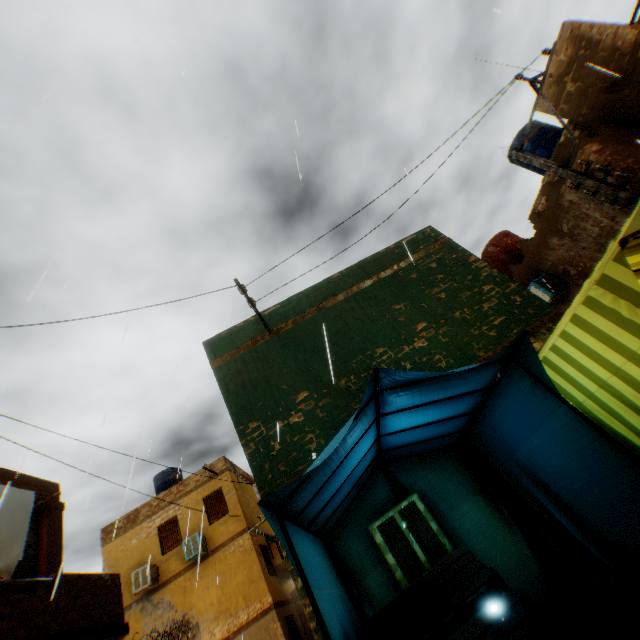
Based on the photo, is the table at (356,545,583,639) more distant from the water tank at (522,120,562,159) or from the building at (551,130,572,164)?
the water tank at (522,120,562,159)

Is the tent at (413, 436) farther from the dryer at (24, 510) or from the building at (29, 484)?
the dryer at (24, 510)

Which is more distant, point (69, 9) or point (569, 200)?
point (569, 200)

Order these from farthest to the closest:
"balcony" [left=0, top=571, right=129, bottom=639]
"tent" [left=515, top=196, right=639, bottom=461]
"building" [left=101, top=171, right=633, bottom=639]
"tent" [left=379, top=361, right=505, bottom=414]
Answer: "building" [left=101, top=171, right=633, bottom=639]
"balcony" [left=0, top=571, right=129, bottom=639]
"tent" [left=379, top=361, right=505, bottom=414]
"tent" [left=515, top=196, right=639, bottom=461]

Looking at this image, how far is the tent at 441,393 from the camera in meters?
3.2

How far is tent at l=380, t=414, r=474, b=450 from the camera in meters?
4.2

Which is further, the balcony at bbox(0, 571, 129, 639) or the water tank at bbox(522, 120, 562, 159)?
the water tank at bbox(522, 120, 562, 159)

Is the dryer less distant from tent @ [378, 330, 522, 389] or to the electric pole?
tent @ [378, 330, 522, 389]
